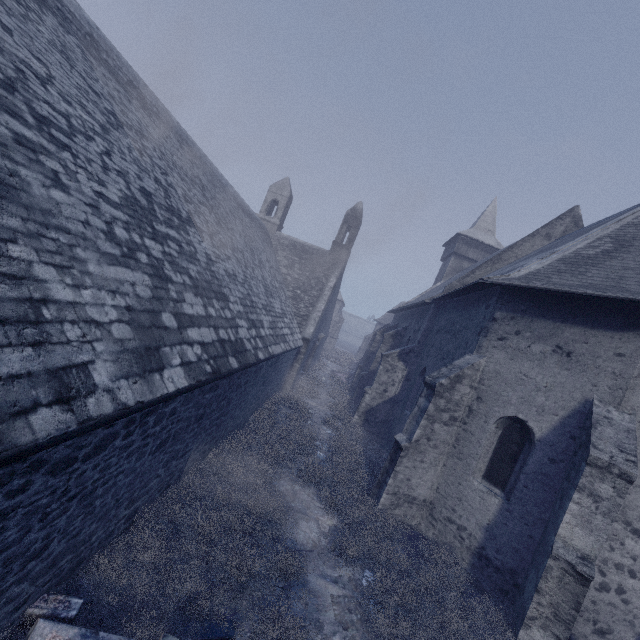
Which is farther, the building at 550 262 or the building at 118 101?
the building at 550 262

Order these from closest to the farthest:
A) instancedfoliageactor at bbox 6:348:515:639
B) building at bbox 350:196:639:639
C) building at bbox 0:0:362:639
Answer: building at bbox 0:0:362:639 < instancedfoliageactor at bbox 6:348:515:639 < building at bbox 350:196:639:639

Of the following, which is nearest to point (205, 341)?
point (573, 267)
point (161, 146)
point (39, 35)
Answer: point (39, 35)

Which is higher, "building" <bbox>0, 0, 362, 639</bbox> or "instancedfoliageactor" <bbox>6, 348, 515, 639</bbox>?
"building" <bbox>0, 0, 362, 639</bbox>

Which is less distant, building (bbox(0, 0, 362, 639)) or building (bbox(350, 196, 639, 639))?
building (bbox(0, 0, 362, 639))

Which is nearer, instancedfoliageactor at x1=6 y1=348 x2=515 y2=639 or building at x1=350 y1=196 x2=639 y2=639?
instancedfoliageactor at x1=6 y1=348 x2=515 y2=639

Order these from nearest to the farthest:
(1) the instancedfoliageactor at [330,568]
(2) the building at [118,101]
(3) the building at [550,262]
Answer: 1. (2) the building at [118,101]
2. (1) the instancedfoliageactor at [330,568]
3. (3) the building at [550,262]
